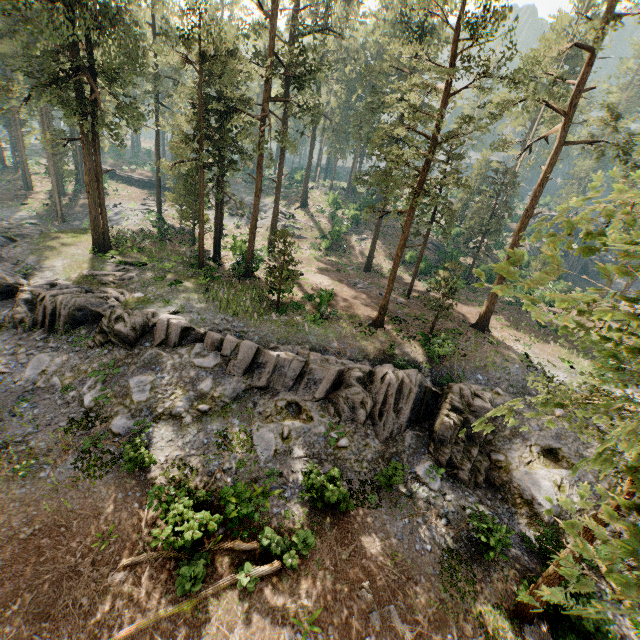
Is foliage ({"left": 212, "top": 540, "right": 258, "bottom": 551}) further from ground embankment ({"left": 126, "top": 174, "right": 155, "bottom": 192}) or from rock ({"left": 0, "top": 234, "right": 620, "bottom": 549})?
ground embankment ({"left": 126, "top": 174, "right": 155, "bottom": 192})

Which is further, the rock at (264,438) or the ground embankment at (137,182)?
the ground embankment at (137,182)

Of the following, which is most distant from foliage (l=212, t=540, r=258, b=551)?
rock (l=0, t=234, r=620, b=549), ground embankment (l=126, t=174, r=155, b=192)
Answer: ground embankment (l=126, t=174, r=155, b=192)

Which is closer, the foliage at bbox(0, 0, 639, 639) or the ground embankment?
the foliage at bbox(0, 0, 639, 639)

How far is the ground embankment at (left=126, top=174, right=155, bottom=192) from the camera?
59.2m

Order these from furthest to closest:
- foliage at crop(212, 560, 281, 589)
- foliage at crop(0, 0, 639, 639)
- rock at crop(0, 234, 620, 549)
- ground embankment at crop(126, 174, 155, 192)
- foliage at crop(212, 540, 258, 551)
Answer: ground embankment at crop(126, 174, 155, 192) → rock at crop(0, 234, 620, 549) → foliage at crop(212, 540, 258, 551) → foliage at crop(212, 560, 281, 589) → foliage at crop(0, 0, 639, 639)

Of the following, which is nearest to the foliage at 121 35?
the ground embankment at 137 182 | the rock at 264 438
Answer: the rock at 264 438

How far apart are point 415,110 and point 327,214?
19.2 meters
